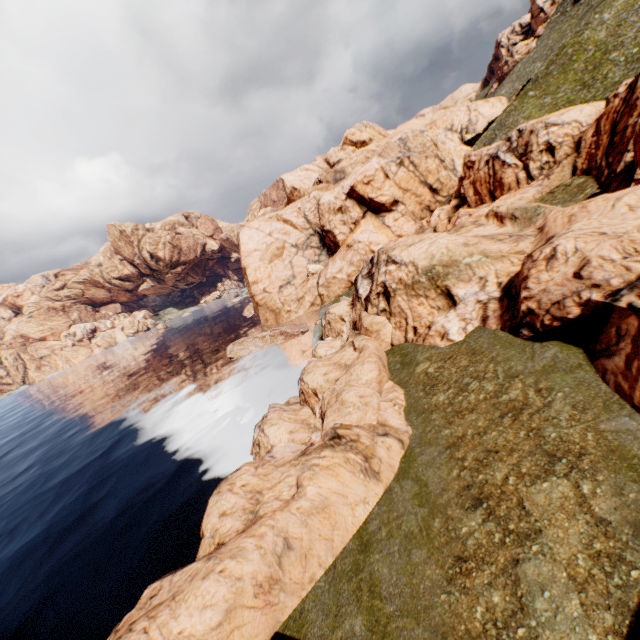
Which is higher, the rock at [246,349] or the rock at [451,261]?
the rock at [451,261]

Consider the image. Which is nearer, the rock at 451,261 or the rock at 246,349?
the rock at 451,261

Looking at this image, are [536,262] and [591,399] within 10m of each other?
yes

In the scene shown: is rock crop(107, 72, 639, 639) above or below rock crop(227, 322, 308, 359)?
above

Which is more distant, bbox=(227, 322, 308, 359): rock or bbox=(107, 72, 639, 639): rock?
bbox=(227, 322, 308, 359): rock

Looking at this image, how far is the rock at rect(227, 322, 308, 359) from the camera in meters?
47.3 m
